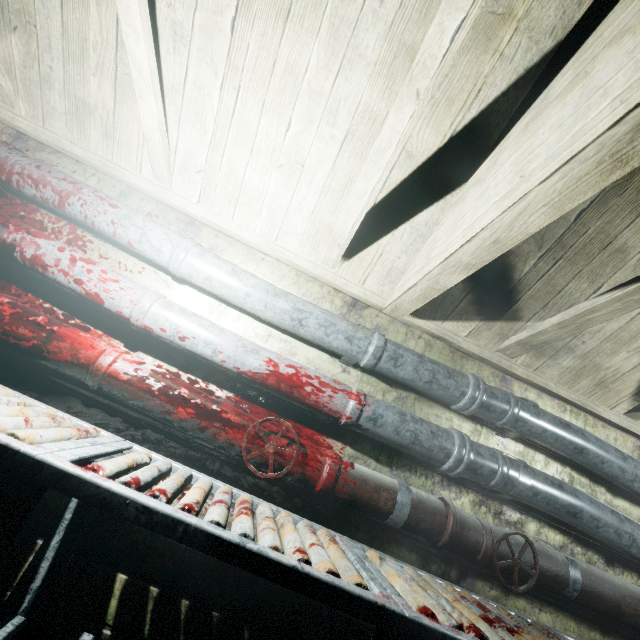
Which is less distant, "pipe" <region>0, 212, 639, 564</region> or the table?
the table

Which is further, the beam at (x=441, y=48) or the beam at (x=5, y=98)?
the beam at (x=5, y=98)

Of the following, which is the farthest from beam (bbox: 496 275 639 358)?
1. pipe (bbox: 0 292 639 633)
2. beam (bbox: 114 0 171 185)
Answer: pipe (bbox: 0 292 639 633)

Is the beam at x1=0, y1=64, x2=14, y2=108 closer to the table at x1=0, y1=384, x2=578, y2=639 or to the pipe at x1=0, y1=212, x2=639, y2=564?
the pipe at x1=0, y1=212, x2=639, y2=564

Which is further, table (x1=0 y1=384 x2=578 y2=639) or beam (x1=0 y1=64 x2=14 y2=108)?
beam (x1=0 y1=64 x2=14 y2=108)

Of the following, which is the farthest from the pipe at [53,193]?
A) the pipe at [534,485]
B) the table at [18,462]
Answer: the table at [18,462]

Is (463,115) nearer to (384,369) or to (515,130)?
(515,130)
